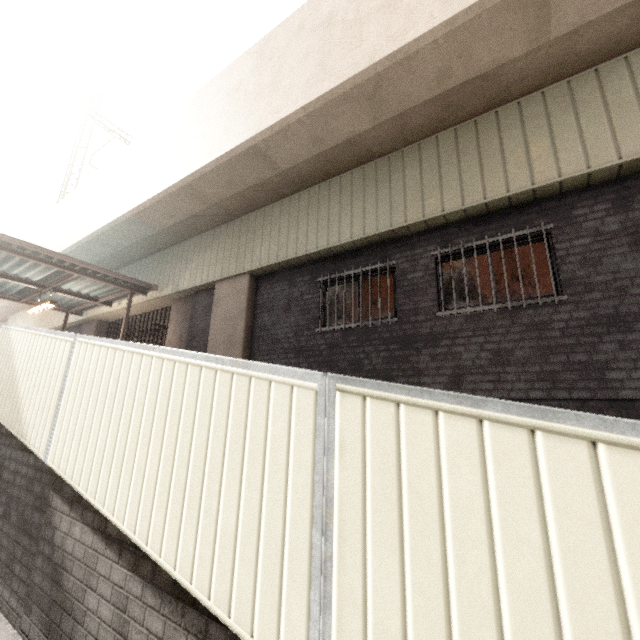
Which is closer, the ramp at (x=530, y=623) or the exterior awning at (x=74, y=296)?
the ramp at (x=530, y=623)

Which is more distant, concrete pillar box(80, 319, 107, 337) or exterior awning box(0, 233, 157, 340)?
concrete pillar box(80, 319, 107, 337)

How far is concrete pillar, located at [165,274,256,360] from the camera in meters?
8.2 m

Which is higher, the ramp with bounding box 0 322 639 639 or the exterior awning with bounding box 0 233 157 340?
the exterior awning with bounding box 0 233 157 340

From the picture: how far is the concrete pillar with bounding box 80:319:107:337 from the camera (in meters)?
13.61

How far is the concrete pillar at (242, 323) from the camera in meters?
8.2

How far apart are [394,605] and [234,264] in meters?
8.5 m

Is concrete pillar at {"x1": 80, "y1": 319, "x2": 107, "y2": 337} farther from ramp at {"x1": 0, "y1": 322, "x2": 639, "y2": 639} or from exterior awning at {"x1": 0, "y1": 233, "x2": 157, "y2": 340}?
ramp at {"x1": 0, "y1": 322, "x2": 639, "y2": 639}
